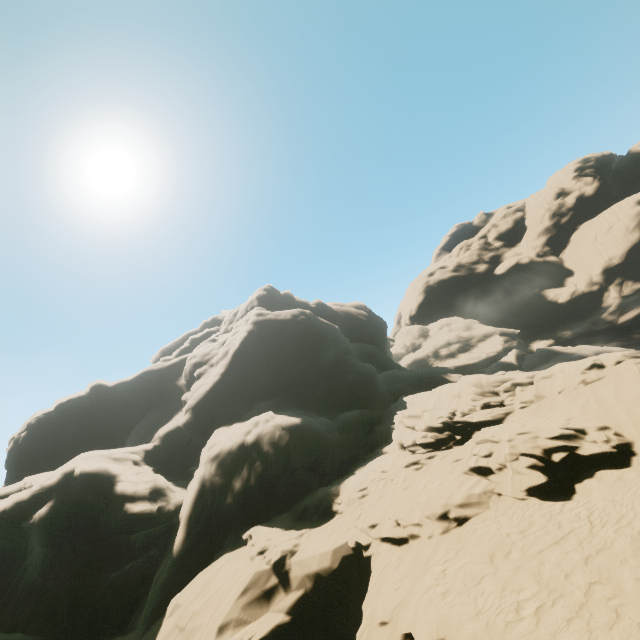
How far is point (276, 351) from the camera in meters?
40.4
